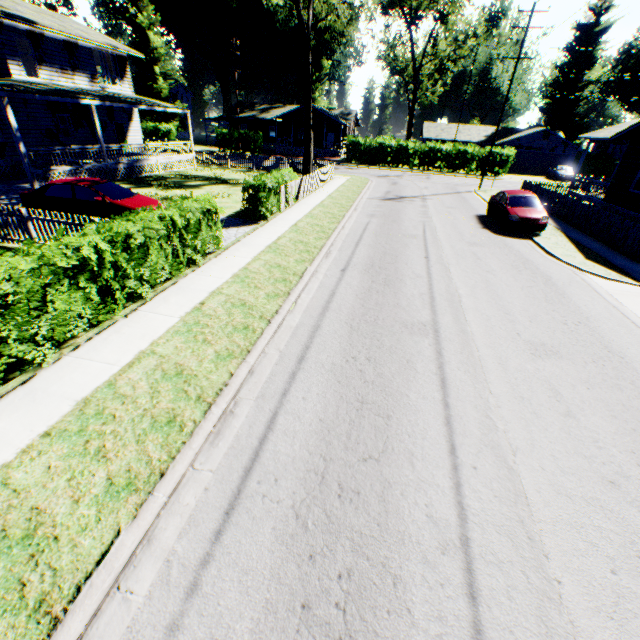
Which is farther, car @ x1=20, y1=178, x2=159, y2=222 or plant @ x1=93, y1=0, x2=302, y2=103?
plant @ x1=93, y1=0, x2=302, y2=103

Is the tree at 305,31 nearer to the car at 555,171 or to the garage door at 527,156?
the car at 555,171

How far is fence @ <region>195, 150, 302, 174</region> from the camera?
29.0 meters

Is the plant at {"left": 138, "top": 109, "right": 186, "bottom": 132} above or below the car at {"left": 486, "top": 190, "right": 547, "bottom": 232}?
above

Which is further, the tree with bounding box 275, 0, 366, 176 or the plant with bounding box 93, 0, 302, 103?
the plant with bounding box 93, 0, 302, 103

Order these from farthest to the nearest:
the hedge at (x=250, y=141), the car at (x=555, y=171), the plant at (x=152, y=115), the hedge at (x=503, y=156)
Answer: the plant at (x=152, y=115) < the hedge at (x=250, y=141) < the car at (x=555, y=171) < the hedge at (x=503, y=156)

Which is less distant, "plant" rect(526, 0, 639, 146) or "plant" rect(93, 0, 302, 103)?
"plant" rect(93, 0, 302, 103)

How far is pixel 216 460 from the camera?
4.3 meters
